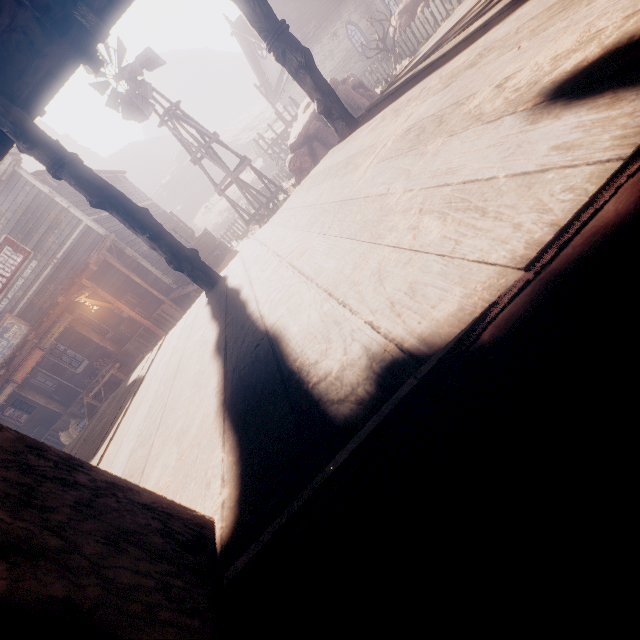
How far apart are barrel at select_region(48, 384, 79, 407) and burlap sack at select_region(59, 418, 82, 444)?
2.93m

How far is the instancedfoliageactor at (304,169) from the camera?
10.8 meters

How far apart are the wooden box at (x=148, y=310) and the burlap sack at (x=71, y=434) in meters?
4.0

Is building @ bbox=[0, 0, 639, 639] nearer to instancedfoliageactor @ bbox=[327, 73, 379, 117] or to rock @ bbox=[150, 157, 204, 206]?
instancedfoliageactor @ bbox=[327, 73, 379, 117]

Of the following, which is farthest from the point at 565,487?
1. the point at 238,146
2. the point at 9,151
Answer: the point at 238,146

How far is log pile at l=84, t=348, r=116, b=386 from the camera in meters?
14.3

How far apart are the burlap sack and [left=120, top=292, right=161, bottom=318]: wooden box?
4.01m

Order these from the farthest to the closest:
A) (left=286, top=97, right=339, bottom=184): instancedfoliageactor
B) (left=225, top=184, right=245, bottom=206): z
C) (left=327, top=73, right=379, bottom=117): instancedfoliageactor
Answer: (left=225, top=184, right=245, bottom=206): z < (left=327, top=73, right=379, bottom=117): instancedfoliageactor < (left=286, top=97, right=339, bottom=184): instancedfoliageactor
